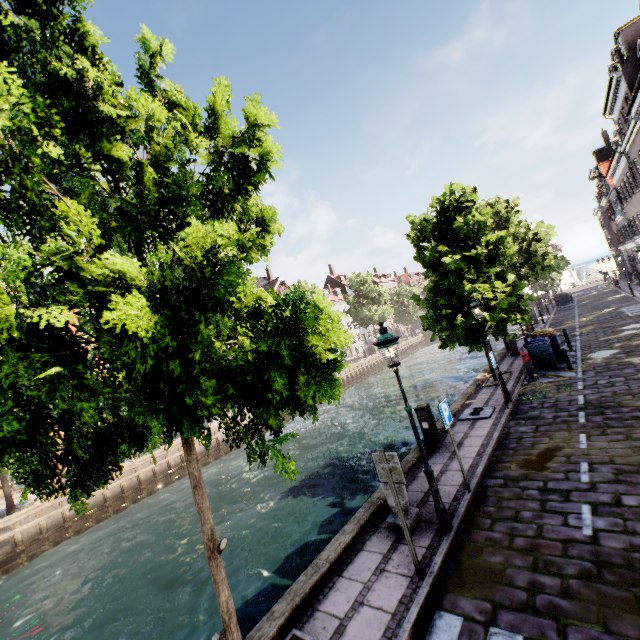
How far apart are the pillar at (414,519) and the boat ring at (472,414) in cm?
524

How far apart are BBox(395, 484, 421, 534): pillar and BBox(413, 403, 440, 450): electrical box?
3.04m

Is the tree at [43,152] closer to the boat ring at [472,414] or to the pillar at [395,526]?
the pillar at [395,526]

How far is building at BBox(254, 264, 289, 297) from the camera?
50.58m

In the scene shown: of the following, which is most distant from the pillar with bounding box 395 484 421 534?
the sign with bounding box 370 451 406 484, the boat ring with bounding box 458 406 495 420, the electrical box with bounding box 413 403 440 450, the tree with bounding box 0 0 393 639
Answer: the boat ring with bounding box 458 406 495 420

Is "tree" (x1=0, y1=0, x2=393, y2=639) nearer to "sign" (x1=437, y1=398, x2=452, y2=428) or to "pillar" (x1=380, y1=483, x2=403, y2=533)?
"pillar" (x1=380, y1=483, x2=403, y2=533)

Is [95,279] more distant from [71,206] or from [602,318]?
[602,318]

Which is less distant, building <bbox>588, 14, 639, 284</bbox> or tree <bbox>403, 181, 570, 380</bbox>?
tree <bbox>403, 181, 570, 380</bbox>
